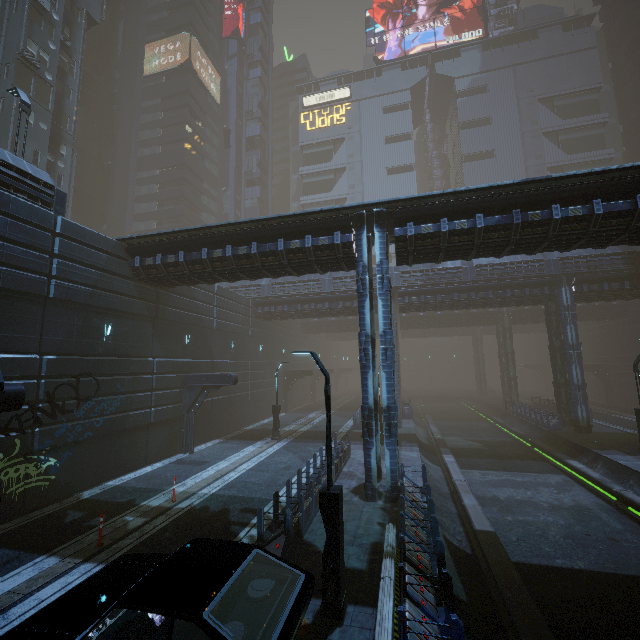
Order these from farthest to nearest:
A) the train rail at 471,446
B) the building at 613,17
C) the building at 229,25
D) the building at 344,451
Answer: the building at 229,25
the building at 613,17
the building at 344,451
the train rail at 471,446

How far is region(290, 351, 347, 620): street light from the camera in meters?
6.8 m

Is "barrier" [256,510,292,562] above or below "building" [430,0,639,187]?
below

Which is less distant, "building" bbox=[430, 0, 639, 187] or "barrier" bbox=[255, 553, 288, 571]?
"barrier" bbox=[255, 553, 288, 571]

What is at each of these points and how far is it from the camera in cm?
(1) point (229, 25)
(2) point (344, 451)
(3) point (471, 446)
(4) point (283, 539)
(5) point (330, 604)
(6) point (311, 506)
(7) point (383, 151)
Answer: (1) building, 5988
(2) building, 1742
(3) train rail, 2489
(4) barrier, 866
(5) street light, 677
(6) building, 1108
(7) building, 5722

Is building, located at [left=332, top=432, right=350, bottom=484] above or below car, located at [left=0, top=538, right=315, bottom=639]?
below

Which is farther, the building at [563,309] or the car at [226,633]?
the building at [563,309]

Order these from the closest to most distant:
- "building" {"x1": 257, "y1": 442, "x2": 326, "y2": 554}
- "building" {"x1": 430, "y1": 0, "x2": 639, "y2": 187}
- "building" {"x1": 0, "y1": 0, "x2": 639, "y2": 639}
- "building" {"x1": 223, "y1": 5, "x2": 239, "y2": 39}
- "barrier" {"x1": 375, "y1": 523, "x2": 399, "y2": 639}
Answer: "barrier" {"x1": 375, "y1": 523, "x2": 399, "y2": 639} < "building" {"x1": 257, "y1": 442, "x2": 326, "y2": 554} < "building" {"x1": 0, "y1": 0, "x2": 639, "y2": 639} < "building" {"x1": 430, "y1": 0, "x2": 639, "y2": 187} < "building" {"x1": 223, "y1": 5, "x2": 239, "y2": 39}
